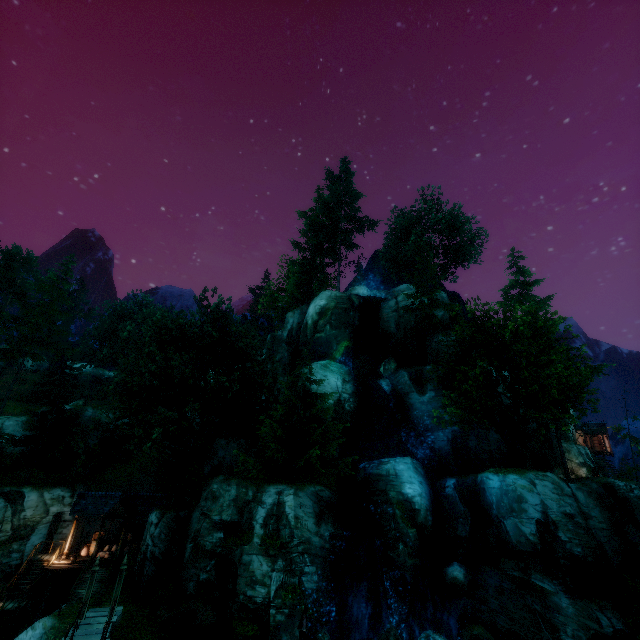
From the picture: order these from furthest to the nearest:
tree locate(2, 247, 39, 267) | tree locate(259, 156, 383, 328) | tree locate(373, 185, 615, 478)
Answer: tree locate(259, 156, 383, 328) < tree locate(2, 247, 39, 267) < tree locate(373, 185, 615, 478)

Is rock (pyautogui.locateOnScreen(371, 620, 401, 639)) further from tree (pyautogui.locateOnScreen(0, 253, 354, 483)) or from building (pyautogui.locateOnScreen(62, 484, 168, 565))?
building (pyautogui.locateOnScreen(62, 484, 168, 565))

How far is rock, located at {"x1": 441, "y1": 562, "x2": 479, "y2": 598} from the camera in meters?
20.0 m

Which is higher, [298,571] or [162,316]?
[162,316]

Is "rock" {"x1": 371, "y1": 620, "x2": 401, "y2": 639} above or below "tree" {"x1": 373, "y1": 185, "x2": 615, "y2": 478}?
below

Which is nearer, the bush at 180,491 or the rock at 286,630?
the rock at 286,630

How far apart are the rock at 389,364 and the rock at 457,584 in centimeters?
1507cm

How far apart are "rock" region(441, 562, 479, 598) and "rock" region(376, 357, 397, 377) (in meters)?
15.07
